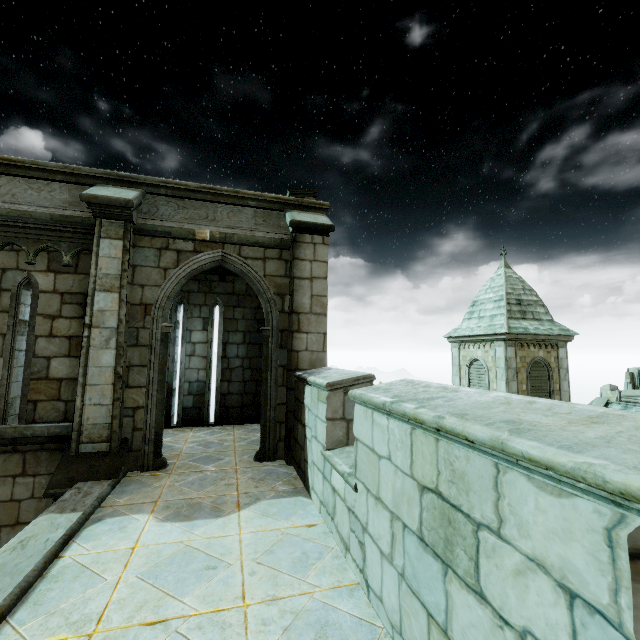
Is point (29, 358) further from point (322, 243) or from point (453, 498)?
point (453, 498)
